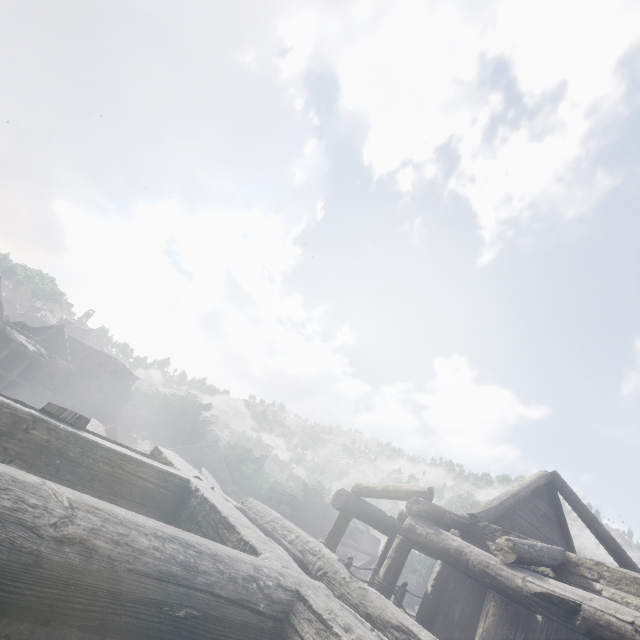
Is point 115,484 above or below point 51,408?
below
